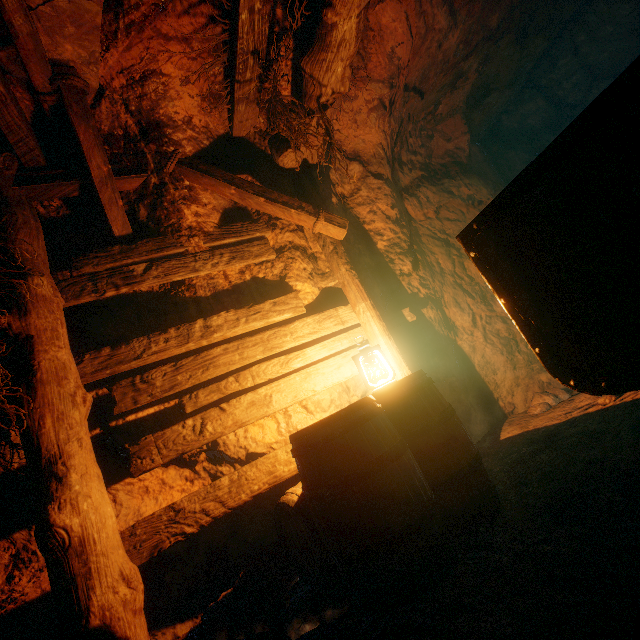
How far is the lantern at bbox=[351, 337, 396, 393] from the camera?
2.6m

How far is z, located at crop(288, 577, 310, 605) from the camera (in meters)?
2.34

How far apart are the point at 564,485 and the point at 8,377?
3.6 meters

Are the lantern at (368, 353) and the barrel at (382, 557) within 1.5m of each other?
yes

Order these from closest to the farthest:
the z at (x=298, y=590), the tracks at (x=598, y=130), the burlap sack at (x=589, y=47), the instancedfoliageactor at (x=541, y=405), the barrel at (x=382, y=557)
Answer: the tracks at (x=598, y=130) < the barrel at (x=382, y=557) < the z at (x=298, y=590) < the instancedfoliageactor at (x=541, y=405) < the burlap sack at (x=589, y=47)

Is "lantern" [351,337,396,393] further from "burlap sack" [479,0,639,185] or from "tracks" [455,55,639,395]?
"burlap sack" [479,0,639,185]

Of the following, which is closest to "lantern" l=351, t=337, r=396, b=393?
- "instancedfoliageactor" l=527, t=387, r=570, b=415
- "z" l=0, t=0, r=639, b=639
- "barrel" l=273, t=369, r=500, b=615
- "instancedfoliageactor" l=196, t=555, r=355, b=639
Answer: "barrel" l=273, t=369, r=500, b=615

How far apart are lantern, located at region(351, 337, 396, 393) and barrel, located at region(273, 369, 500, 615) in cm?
1
